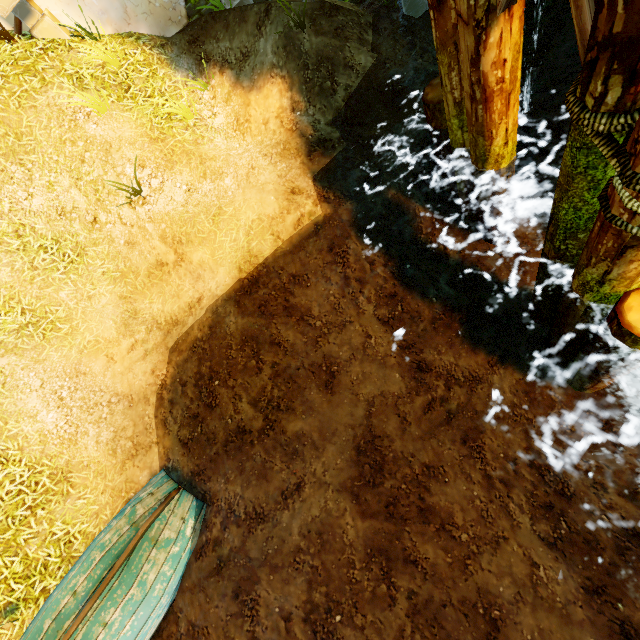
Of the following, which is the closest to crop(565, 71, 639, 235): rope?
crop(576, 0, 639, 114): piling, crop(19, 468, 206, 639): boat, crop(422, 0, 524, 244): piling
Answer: crop(576, 0, 639, 114): piling

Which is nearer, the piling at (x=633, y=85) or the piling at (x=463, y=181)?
the piling at (x=633, y=85)

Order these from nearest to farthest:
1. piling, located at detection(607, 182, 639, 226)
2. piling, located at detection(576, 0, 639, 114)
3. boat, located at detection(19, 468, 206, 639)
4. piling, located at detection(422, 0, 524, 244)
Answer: piling, located at detection(576, 0, 639, 114)
piling, located at detection(607, 182, 639, 226)
piling, located at detection(422, 0, 524, 244)
boat, located at detection(19, 468, 206, 639)

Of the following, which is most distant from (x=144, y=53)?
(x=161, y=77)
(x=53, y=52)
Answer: (x=53, y=52)

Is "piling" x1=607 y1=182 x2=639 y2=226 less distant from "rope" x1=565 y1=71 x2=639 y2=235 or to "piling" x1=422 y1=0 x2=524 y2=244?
"rope" x1=565 y1=71 x2=639 y2=235

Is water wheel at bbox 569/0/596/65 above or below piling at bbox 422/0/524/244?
above

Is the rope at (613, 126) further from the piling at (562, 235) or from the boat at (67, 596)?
the boat at (67, 596)
